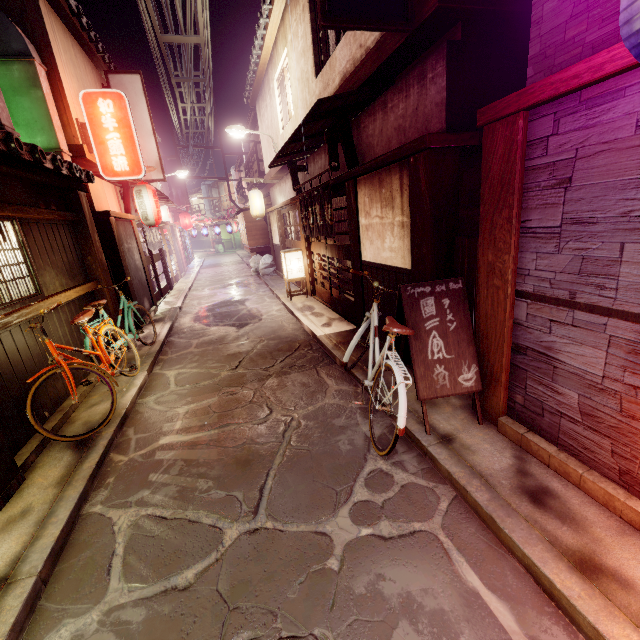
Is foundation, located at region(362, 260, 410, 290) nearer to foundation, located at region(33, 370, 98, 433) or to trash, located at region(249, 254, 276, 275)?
foundation, located at region(33, 370, 98, 433)

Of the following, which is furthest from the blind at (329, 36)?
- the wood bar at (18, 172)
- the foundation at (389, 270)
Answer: the wood bar at (18, 172)

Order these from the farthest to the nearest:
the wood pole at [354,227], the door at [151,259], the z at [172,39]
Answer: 1. the door at [151,259]
2. the z at [172,39]
3. the wood pole at [354,227]

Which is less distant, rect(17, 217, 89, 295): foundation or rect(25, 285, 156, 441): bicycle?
rect(25, 285, 156, 441): bicycle

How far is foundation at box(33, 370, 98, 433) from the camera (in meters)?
7.44

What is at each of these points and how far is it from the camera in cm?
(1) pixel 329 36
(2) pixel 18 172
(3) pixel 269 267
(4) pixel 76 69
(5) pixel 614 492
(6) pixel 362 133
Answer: (1) blind, 1156
(2) wood bar, 760
(3) trash, 2777
(4) house, 1440
(5) foundation, 416
(6) house, 994

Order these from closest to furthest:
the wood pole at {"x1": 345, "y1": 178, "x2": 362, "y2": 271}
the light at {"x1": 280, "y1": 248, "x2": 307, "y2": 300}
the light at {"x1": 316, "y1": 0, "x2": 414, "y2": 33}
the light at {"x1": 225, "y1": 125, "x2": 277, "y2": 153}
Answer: the light at {"x1": 316, "y1": 0, "x2": 414, "y2": 33}
the wood pole at {"x1": 345, "y1": 178, "x2": 362, "y2": 271}
the light at {"x1": 280, "y1": 248, "x2": 307, "y2": 300}
the light at {"x1": 225, "y1": 125, "x2": 277, "y2": 153}

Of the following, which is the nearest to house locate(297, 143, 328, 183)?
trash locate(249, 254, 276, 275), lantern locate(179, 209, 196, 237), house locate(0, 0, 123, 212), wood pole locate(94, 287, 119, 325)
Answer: trash locate(249, 254, 276, 275)
